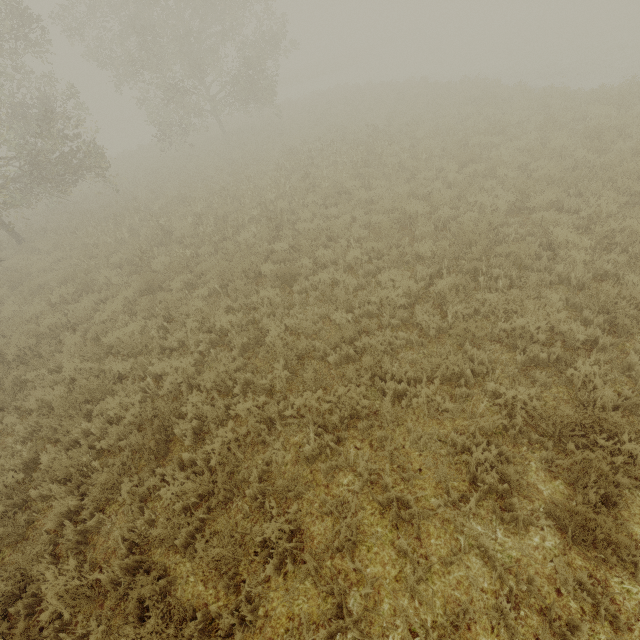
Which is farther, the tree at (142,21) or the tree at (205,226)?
the tree at (142,21)

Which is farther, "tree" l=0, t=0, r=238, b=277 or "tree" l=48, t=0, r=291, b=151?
"tree" l=48, t=0, r=291, b=151

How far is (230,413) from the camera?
5.55m
